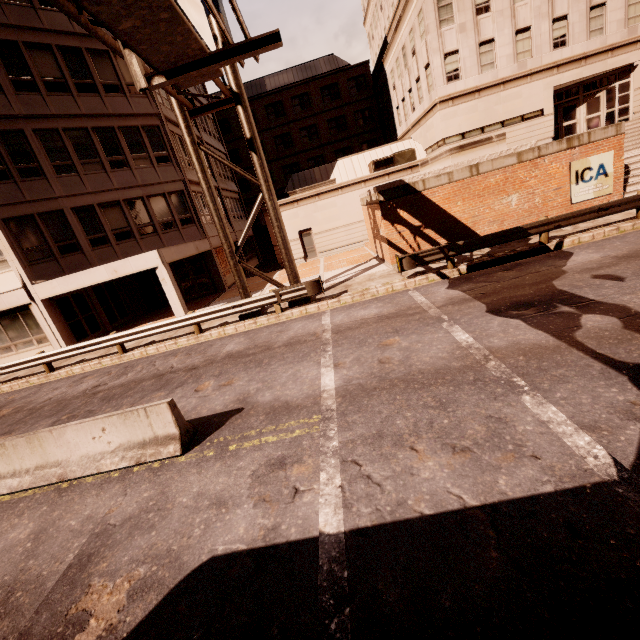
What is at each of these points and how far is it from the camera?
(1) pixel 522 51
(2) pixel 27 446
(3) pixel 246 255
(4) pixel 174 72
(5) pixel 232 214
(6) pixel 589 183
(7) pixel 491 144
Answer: (1) building, 21.3m
(2) barrier, 6.1m
(3) building, 31.4m
(4) sign, 4.6m
(5) building, 29.8m
(6) sign, 14.0m
(7) planter, 14.5m

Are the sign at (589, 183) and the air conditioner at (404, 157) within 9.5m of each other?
no

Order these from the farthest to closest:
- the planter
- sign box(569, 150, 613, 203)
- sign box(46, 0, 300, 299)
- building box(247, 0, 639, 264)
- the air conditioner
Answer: the air conditioner
building box(247, 0, 639, 264)
the planter
sign box(569, 150, 613, 203)
sign box(46, 0, 300, 299)

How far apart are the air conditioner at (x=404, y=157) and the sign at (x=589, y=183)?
12.5m

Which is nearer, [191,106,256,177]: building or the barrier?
the barrier

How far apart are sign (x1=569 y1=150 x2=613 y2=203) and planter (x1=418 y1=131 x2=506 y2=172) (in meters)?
2.45

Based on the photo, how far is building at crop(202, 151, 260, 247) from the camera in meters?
27.1

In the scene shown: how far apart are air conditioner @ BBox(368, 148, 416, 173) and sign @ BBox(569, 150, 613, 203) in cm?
1254
